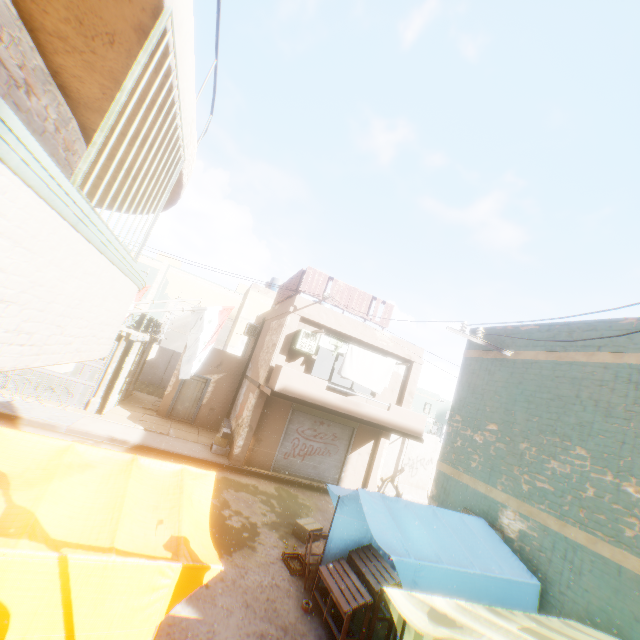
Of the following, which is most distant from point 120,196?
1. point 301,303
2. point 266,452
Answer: point 266,452

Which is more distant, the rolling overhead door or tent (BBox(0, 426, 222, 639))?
the rolling overhead door

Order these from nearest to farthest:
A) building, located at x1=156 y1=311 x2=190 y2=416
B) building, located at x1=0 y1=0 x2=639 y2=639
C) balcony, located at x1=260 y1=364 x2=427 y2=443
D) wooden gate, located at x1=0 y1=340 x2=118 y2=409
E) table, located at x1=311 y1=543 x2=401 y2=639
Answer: building, located at x1=0 y1=0 x2=639 y2=639 → table, located at x1=311 y1=543 x2=401 y2=639 → balcony, located at x1=260 y1=364 x2=427 y2=443 → wooden gate, located at x1=0 y1=340 x2=118 y2=409 → building, located at x1=156 y1=311 x2=190 y2=416

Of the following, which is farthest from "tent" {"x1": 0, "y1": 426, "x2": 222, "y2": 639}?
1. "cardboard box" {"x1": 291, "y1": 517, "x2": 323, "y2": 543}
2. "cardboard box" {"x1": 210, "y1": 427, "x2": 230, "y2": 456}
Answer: "cardboard box" {"x1": 210, "y1": 427, "x2": 230, "y2": 456}

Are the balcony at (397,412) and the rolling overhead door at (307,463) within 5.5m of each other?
yes

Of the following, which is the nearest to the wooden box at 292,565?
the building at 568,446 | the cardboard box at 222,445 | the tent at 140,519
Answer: the tent at 140,519

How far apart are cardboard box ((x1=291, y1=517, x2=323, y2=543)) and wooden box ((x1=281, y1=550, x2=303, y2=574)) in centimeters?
86cm

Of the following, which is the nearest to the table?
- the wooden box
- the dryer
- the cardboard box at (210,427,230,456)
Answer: the wooden box
